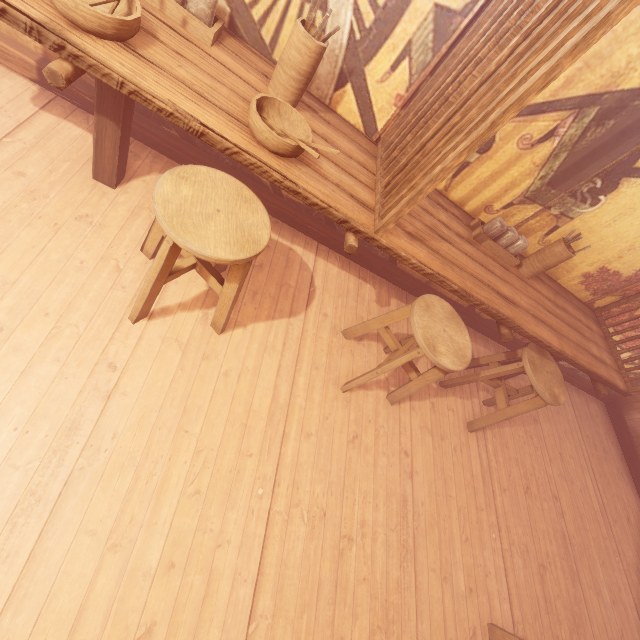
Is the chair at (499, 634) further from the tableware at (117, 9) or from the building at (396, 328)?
the tableware at (117, 9)

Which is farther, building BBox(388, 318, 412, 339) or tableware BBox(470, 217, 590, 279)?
building BBox(388, 318, 412, 339)

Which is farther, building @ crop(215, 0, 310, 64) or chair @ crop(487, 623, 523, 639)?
chair @ crop(487, 623, 523, 639)

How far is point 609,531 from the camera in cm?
598

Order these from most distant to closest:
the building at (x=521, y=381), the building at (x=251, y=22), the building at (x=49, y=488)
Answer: the building at (x=521, y=381), the building at (x=251, y=22), the building at (x=49, y=488)

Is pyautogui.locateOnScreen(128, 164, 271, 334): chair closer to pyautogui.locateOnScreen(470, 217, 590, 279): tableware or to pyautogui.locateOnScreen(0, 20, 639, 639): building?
pyautogui.locateOnScreen(0, 20, 639, 639): building

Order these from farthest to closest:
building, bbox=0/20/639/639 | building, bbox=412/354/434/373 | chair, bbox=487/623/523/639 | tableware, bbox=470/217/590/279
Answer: building, bbox=412/354/434/373, tableware, bbox=470/217/590/279, chair, bbox=487/623/523/639, building, bbox=0/20/639/639

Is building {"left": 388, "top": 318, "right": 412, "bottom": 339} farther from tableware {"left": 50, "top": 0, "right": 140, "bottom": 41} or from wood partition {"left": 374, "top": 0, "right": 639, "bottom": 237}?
tableware {"left": 50, "top": 0, "right": 140, "bottom": 41}
